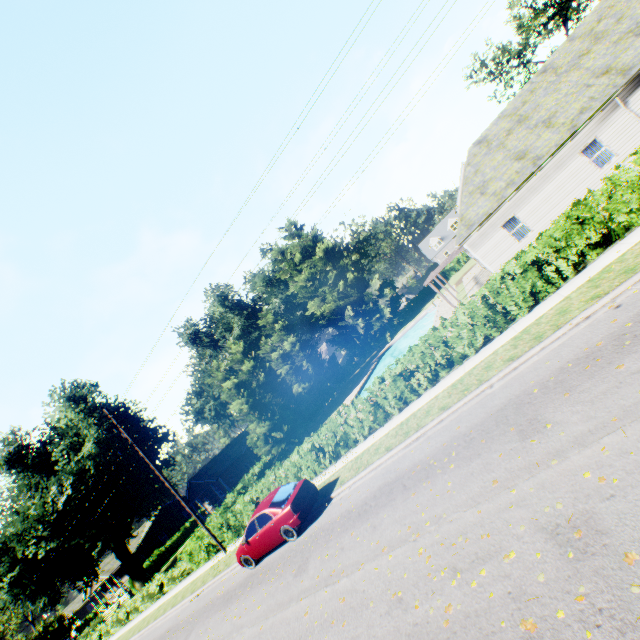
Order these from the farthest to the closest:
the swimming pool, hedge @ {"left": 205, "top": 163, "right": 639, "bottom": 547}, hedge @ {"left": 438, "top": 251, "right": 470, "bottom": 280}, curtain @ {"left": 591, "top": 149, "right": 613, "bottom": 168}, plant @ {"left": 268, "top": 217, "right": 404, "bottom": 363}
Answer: hedge @ {"left": 438, "top": 251, "right": 470, "bottom": 280} → plant @ {"left": 268, "top": 217, "right": 404, "bottom": 363} → the swimming pool → curtain @ {"left": 591, "top": 149, "right": 613, "bottom": 168} → hedge @ {"left": 205, "top": 163, "right": 639, "bottom": 547}

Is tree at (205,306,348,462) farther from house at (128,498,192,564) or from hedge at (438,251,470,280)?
house at (128,498,192,564)

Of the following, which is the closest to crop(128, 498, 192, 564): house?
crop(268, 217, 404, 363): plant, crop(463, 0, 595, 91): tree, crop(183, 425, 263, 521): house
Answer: crop(268, 217, 404, 363): plant

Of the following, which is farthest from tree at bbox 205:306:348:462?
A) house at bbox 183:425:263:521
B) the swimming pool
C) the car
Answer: the car

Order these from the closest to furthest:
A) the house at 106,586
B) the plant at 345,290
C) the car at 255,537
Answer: the car at 255,537
the house at 106,586
the plant at 345,290

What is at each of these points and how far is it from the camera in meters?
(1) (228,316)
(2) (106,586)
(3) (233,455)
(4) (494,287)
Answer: (1) plant, 52.0 m
(2) house, 56.2 m
(3) house, 40.1 m
(4) hedge, 11.9 m

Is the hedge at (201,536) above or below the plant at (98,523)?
below

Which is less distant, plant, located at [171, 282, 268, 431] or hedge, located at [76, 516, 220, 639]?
hedge, located at [76, 516, 220, 639]
